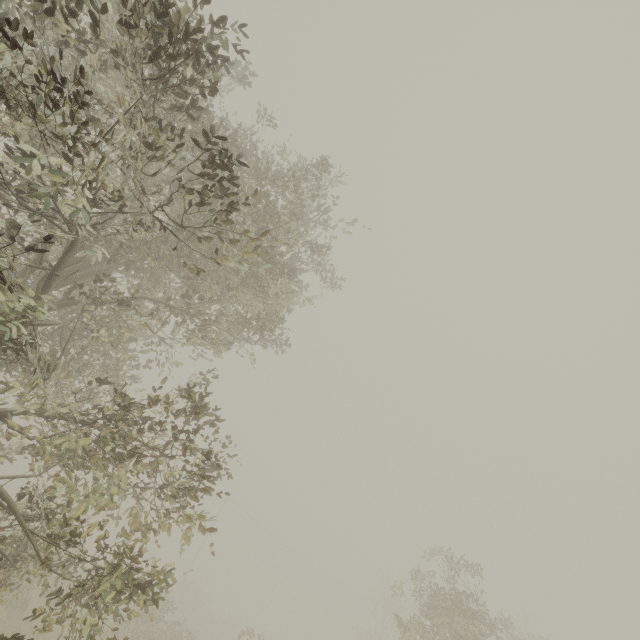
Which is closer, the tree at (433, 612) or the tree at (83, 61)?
the tree at (83, 61)

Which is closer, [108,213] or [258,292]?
[108,213]

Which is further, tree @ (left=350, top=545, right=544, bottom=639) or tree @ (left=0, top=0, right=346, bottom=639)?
tree @ (left=350, top=545, right=544, bottom=639)
